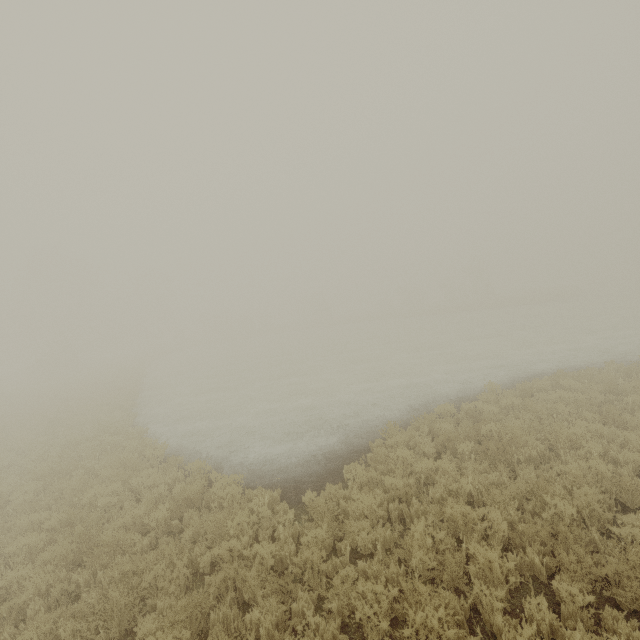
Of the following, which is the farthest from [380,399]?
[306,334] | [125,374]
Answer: [306,334]
